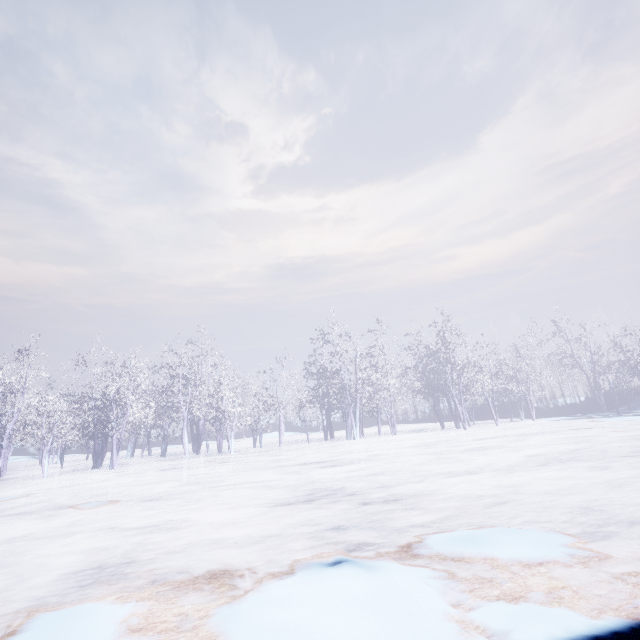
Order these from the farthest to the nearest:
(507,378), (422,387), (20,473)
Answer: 1. (507,378)
2. (422,387)
3. (20,473)
